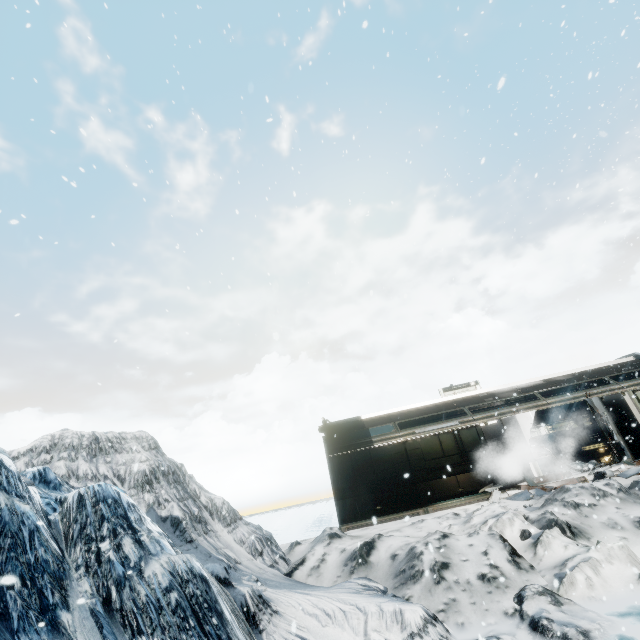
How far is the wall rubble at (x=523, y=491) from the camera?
12.0 meters

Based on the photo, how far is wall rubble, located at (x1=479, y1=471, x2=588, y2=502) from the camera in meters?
12.0

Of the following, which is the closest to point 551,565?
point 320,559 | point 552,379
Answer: point 320,559
